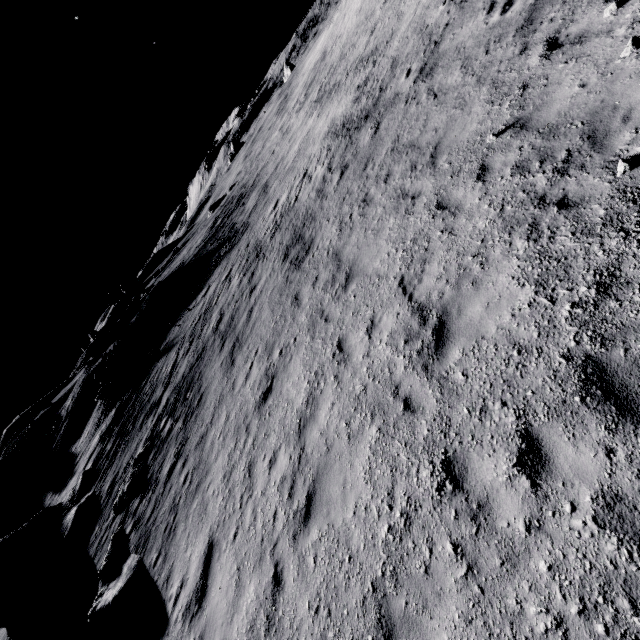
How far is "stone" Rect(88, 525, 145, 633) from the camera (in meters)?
9.43

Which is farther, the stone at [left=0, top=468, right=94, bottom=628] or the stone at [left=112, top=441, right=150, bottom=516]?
the stone at [left=0, top=468, right=94, bottom=628]

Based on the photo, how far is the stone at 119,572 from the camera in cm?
943

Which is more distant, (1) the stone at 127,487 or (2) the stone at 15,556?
(2) the stone at 15,556

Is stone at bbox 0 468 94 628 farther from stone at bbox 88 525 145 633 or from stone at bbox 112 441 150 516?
stone at bbox 88 525 145 633

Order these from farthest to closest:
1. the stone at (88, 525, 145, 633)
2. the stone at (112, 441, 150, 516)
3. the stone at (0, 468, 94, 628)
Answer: the stone at (0, 468, 94, 628) < the stone at (112, 441, 150, 516) < the stone at (88, 525, 145, 633)

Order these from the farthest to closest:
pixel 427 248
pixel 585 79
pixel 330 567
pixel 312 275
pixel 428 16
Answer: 1. pixel 428 16
2. pixel 312 275
3. pixel 427 248
4. pixel 585 79
5. pixel 330 567
